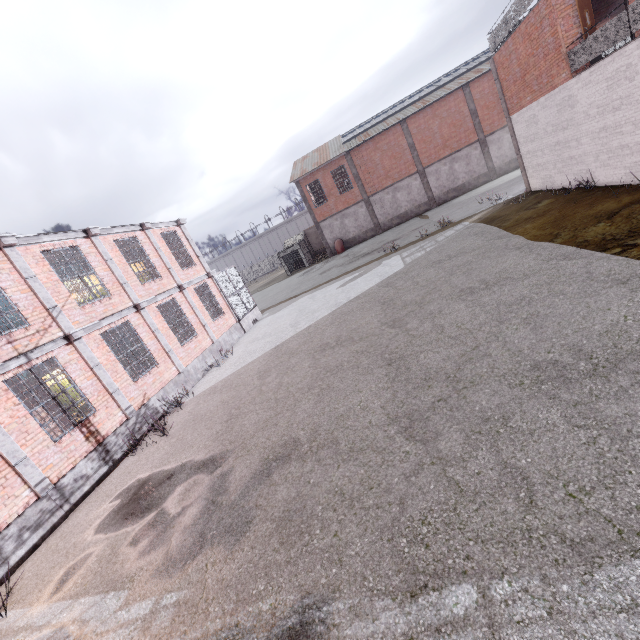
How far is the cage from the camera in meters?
18.7 m

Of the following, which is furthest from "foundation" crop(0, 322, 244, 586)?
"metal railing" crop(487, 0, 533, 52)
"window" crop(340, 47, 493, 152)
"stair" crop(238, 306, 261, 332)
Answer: "window" crop(340, 47, 493, 152)

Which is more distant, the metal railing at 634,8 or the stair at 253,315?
the stair at 253,315

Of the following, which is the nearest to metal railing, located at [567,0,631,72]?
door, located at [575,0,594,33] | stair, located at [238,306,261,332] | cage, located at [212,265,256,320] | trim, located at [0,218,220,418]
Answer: door, located at [575,0,594,33]

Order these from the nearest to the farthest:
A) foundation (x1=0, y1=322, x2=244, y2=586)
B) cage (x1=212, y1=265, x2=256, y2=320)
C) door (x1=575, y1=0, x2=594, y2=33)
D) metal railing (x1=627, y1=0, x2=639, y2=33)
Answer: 1. foundation (x1=0, y1=322, x2=244, y2=586)
2. metal railing (x1=627, y1=0, x2=639, y2=33)
3. door (x1=575, y1=0, x2=594, y2=33)
4. cage (x1=212, y1=265, x2=256, y2=320)

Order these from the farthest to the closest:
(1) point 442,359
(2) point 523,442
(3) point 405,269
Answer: (3) point 405,269 → (1) point 442,359 → (2) point 523,442

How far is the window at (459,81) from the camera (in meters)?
29.56

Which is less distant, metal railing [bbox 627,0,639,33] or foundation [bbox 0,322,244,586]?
foundation [bbox 0,322,244,586]
